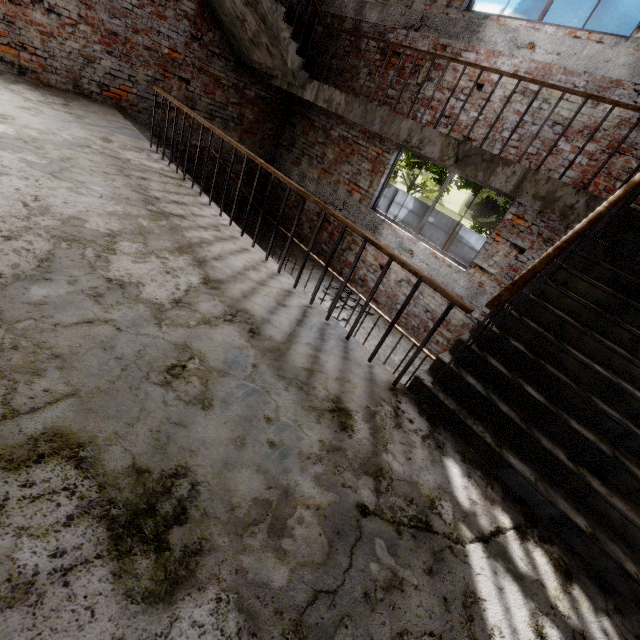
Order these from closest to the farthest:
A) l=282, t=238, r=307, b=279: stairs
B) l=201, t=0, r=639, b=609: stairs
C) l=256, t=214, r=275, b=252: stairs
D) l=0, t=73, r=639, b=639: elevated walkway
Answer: l=0, t=73, r=639, b=639: elevated walkway → l=201, t=0, r=639, b=609: stairs → l=282, t=238, r=307, b=279: stairs → l=256, t=214, r=275, b=252: stairs

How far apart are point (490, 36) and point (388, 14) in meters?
2.3

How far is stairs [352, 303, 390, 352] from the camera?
5.60m

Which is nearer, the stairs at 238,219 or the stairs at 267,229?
the stairs at 238,219

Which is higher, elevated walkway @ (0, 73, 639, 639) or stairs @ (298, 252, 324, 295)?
elevated walkway @ (0, 73, 639, 639)

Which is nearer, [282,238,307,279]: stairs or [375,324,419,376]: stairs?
[375,324,419,376]: stairs
